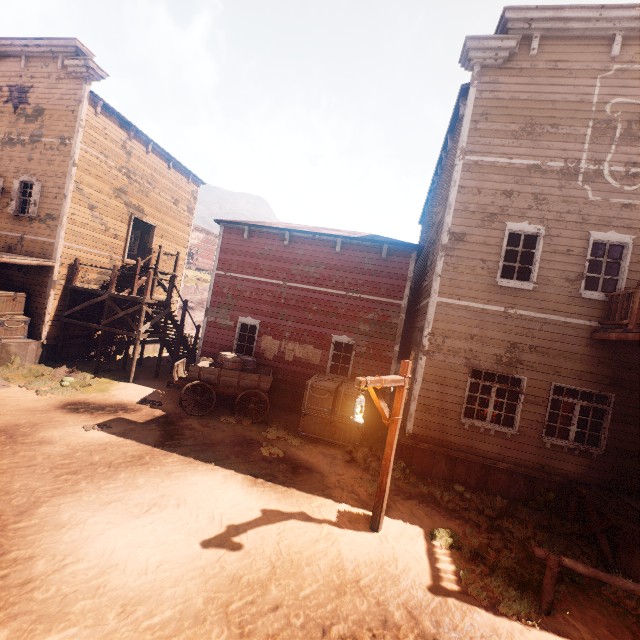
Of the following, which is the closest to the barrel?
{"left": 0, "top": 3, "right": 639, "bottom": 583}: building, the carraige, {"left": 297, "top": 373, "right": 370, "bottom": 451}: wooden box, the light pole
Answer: the carraige

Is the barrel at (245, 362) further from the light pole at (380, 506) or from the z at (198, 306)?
the light pole at (380, 506)

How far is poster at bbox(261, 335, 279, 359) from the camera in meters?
12.9

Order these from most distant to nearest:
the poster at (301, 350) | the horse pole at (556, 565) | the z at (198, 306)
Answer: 1. the z at (198, 306)
2. the poster at (301, 350)
3. the horse pole at (556, 565)

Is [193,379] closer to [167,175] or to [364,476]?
[364,476]

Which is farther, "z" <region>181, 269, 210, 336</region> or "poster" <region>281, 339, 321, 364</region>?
"z" <region>181, 269, 210, 336</region>

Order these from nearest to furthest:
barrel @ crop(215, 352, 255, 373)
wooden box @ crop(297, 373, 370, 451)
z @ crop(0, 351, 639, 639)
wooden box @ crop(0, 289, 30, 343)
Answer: z @ crop(0, 351, 639, 639) → wooden box @ crop(297, 373, 370, 451) → barrel @ crop(215, 352, 255, 373) → wooden box @ crop(0, 289, 30, 343)

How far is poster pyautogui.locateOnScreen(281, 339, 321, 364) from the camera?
12.53m
